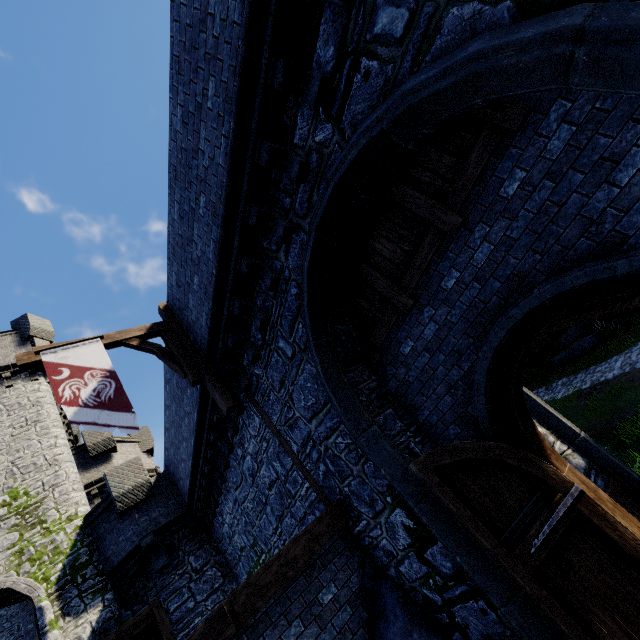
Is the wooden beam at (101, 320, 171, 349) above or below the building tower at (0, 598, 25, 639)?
below

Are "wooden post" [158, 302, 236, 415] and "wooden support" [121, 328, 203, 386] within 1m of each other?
yes

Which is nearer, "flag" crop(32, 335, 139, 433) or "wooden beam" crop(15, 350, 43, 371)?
"flag" crop(32, 335, 139, 433)

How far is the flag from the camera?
6.11m

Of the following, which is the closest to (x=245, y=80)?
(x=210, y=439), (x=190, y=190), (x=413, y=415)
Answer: (x=190, y=190)

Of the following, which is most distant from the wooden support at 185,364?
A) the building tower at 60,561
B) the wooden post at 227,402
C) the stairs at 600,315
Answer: the stairs at 600,315

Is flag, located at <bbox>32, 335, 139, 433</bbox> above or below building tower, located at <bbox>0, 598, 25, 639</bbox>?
below

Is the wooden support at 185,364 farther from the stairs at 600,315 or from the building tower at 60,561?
the stairs at 600,315
